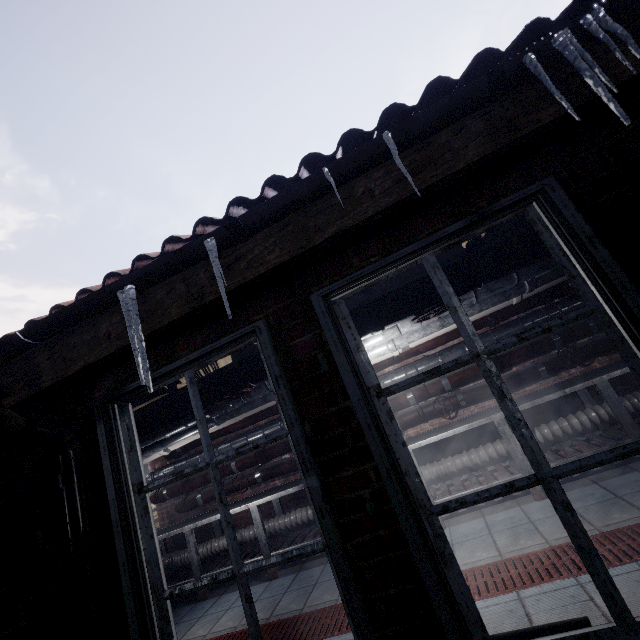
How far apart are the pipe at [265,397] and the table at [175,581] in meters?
0.9 m

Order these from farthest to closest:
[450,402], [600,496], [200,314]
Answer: [450,402], [600,496], [200,314]

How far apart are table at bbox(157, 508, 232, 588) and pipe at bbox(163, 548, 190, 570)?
0.0m

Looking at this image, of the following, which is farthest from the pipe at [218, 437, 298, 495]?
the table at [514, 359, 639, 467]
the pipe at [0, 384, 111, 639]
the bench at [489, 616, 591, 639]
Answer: the pipe at [0, 384, 111, 639]

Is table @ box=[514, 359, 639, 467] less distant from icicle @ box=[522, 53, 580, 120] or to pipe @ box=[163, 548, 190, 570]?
pipe @ box=[163, 548, 190, 570]

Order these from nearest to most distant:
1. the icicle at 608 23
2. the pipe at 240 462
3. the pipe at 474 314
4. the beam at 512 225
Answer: the icicle at 608 23
the pipe at 474 314
the beam at 512 225
the pipe at 240 462

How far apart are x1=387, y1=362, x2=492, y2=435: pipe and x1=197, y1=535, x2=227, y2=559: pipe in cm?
43

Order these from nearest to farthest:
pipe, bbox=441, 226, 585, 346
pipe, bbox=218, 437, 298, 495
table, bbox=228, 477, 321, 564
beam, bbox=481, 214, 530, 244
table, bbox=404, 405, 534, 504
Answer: pipe, bbox=441, 226, 585, 346
beam, bbox=481, 214, 530, 244
table, bbox=404, 405, 534, 504
table, bbox=228, 477, 321, 564
pipe, bbox=218, 437, 298, 495
